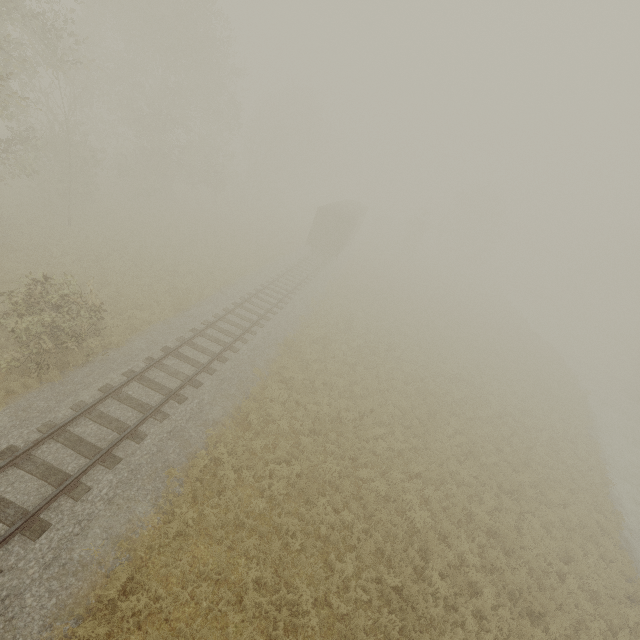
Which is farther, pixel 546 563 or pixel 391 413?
pixel 391 413

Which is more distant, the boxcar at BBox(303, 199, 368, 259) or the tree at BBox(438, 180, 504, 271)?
the tree at BBox(438, 180, 504, 271)

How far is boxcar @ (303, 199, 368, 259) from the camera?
29.96m

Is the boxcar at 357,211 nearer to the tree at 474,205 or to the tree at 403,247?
the tree at 403,247

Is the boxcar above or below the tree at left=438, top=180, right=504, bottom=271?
below

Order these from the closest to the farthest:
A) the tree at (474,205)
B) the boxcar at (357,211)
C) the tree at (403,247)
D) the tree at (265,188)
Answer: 1. the tree at (265,188)
2. the boxcar at (357,211)
3. the tree at (403,247)
4. the tree at (474,205)

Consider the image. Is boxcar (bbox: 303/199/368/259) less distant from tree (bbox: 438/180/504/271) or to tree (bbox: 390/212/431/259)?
tree (bbox: 390/212/431/259)

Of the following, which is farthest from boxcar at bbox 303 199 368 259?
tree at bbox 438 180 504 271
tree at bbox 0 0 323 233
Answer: tree at bbox 438 180 504 271
